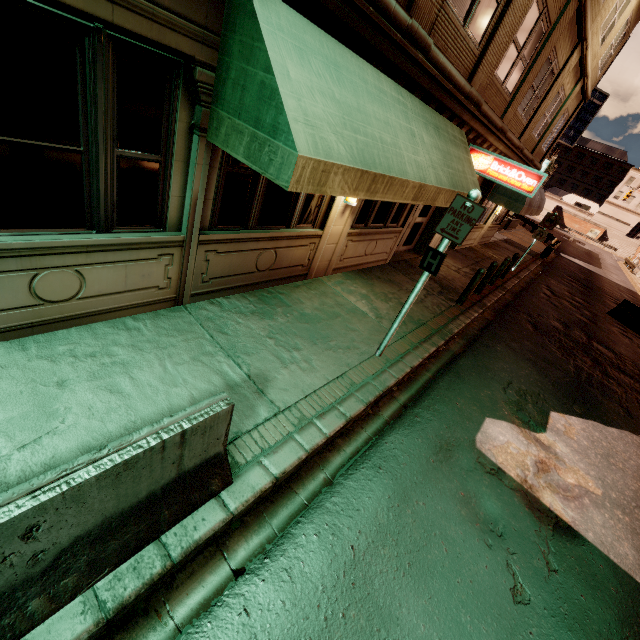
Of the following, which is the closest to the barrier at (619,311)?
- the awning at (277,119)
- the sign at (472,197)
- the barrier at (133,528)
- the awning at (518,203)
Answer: the awning at (518,203)

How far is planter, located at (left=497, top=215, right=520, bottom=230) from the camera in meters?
27.3 m

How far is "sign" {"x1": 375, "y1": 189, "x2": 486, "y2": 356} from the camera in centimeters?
443cm

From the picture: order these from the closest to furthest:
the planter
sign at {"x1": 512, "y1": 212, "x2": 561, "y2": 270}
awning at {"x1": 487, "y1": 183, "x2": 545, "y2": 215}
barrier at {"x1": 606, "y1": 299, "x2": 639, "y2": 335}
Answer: awning at {"x1": 487, "y1": 183, "x2": 545, "y2": 215}
sign at {"x1": 512, "y1": 212, "x2": 561, "y2": 270}
barrier at {"x1": 606, "y1": 299, "x2": 639, "y2": 335}
the planter

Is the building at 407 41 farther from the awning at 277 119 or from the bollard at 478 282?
the bollard at 478 282

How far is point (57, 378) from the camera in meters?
3.5 m

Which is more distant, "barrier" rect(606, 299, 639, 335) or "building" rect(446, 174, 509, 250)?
"barrier" rect(606, 299, 639, 335)

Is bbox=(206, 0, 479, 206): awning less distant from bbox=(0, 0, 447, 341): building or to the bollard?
bbox=(0, 0, 447, 341): building
